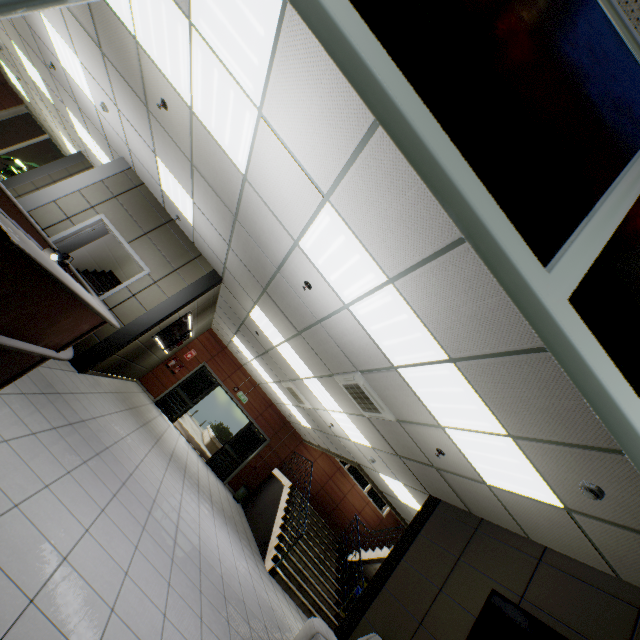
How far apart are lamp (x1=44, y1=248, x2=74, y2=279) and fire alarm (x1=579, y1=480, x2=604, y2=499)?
4.70m

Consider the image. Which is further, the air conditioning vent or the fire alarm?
the air conditioning vent

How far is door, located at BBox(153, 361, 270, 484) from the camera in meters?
12.2

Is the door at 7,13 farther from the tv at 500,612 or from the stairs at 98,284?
the stairs at 98,284

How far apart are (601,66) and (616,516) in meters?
3.6

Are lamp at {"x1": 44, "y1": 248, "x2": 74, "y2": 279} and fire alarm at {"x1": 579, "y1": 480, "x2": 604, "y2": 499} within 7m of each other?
yes

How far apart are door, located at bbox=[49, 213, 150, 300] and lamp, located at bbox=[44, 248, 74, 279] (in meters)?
4.35

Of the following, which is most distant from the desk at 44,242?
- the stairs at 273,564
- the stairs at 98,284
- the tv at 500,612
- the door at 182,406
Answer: the door at 182,406
